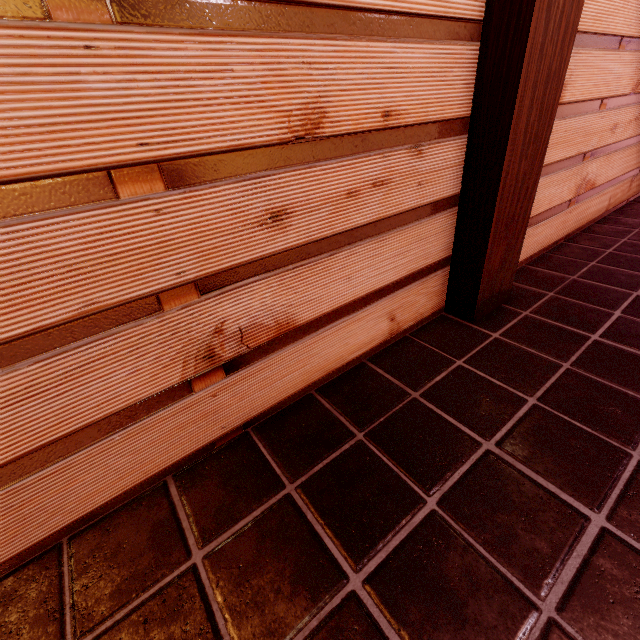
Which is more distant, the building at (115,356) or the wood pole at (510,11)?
the wood pole at (510,11)

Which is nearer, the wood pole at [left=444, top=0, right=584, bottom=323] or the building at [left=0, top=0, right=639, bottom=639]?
the building at [left=0, top=0, right=639, bottom=639]

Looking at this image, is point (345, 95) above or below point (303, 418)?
above
